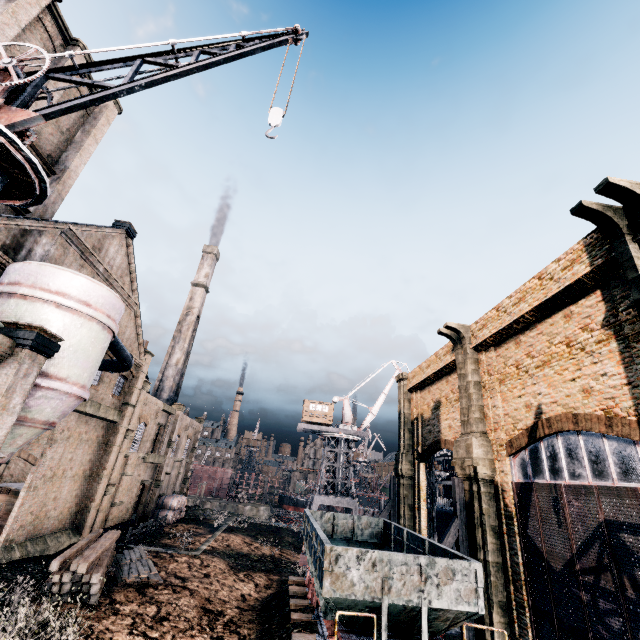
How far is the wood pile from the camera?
16.2m

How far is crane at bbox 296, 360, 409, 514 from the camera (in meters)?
43.60

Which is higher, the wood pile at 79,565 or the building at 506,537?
the building at 506,537

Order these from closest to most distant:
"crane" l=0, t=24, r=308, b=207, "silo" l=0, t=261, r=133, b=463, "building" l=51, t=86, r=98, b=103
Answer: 1. "crane" l=0, t=24, r=308, b=207
2. "silo" l=0, t=261, r=133, b=463
3. "building" l=51, t=86, r=98, b=103

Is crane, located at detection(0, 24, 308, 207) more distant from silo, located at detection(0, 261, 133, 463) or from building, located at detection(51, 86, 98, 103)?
silo, located at detection(0, 261, 133, 463)

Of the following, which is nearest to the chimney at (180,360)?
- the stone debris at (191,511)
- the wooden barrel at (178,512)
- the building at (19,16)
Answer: the building at (19,16)

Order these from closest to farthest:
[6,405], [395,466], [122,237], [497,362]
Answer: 1. [6,405]
2. [497,362]
3. [122,237]
4. [395,466]

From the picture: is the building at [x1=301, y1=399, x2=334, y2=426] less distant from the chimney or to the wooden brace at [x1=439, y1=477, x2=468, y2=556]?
the chimney
